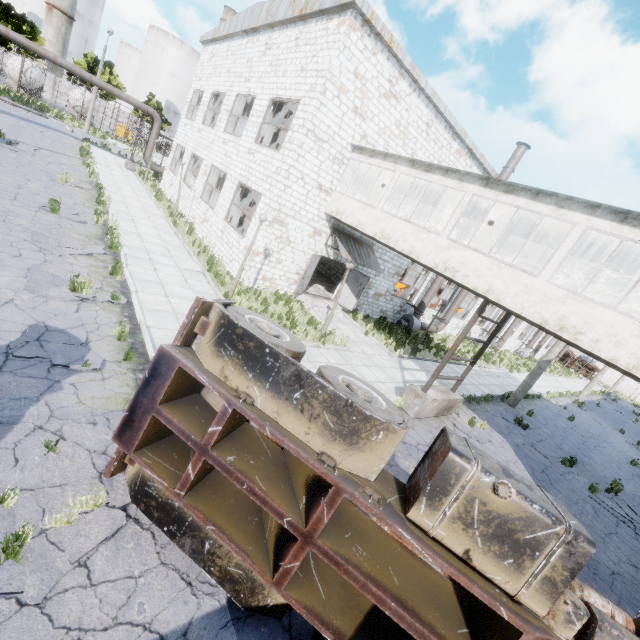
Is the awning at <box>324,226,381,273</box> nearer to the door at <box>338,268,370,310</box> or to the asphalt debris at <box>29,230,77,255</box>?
the door at <box>338,268,370,310</box>

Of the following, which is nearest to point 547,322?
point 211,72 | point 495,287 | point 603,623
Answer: point 495,287

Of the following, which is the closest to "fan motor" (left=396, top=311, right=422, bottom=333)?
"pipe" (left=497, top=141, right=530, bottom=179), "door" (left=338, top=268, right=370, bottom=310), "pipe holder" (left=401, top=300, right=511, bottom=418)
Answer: "pipe" (left=497, top=141, right=530, bottom=179)

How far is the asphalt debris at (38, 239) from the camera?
9.2 meters

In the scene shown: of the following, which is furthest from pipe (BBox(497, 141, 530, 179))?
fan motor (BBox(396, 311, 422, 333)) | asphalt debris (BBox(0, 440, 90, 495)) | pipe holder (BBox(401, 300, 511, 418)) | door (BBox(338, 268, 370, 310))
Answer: asphalt debris (BBox(0, 440, 90, 495))

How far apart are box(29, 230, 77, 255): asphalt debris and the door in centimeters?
1111cm

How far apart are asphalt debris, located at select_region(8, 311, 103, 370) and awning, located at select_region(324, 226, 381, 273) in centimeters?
1044cm

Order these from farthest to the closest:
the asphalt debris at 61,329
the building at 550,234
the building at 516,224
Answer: the building at 516,224
the building at 550,234
the asphalt debris at 61,329
